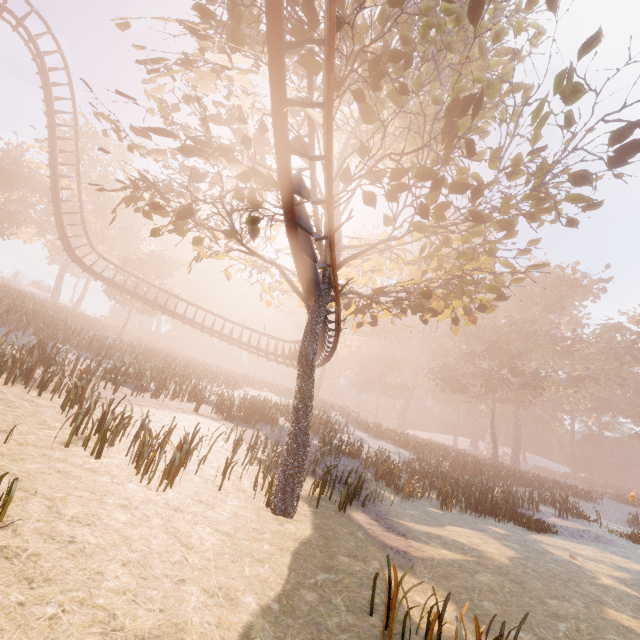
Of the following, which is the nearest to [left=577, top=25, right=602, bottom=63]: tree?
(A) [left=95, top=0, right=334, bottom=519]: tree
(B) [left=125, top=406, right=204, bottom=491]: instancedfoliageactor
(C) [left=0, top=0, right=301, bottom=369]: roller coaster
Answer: (A) [left=95, top=0, right=334, bottom=519]: tree

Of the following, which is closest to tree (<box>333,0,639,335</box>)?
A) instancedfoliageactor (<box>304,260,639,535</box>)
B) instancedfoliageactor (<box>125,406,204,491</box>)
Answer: instancedfoliageactor (<box>125,406,204,491</box>)

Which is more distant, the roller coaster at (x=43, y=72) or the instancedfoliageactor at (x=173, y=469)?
the roller coaster at (x=43, y=72)

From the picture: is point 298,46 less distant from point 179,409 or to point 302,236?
point 302,236

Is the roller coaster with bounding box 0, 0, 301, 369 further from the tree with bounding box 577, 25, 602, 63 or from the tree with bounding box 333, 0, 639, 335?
the tree with bounding box 577, 25, 602, 63

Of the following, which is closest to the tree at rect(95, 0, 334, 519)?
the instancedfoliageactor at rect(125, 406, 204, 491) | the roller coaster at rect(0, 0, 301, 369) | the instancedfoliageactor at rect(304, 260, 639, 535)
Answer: the roller coaster at rect(0, 0, 301, 369)

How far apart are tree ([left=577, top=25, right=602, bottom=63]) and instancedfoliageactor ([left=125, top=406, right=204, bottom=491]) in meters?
13.2

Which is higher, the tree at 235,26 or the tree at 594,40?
the tree at 594,40
